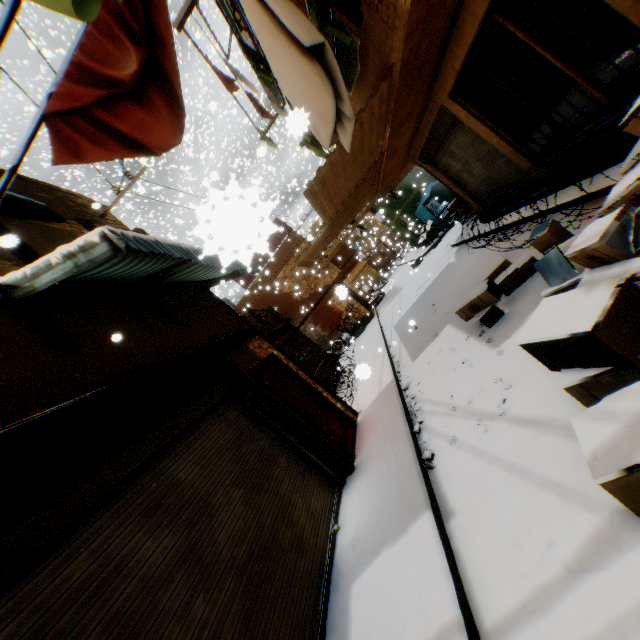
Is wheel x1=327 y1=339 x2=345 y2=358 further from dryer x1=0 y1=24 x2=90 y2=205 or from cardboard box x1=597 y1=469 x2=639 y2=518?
dryer x1=0 y1=24 x2=90 y2=205

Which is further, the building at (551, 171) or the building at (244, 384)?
the building at (551, 171)

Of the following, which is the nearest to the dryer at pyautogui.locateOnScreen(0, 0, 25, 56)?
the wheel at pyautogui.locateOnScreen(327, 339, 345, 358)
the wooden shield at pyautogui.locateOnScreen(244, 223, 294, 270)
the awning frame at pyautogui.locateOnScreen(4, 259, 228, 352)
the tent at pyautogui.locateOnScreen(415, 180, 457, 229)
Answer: the awning frame at pyautogui.locateOnScreen(4, 259, 228, 352)

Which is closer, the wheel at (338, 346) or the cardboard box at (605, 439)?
the cardboard box at (605, 439)

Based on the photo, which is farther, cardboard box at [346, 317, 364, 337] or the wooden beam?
cardboard box at [346, 317, 364, 337]

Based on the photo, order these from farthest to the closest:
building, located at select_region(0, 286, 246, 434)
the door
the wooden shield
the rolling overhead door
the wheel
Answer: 1. the wheel
2. the door
3. building, located at select_region(0, 286, 246, 434)
4. the rolling overhead door
5. the wooden shield

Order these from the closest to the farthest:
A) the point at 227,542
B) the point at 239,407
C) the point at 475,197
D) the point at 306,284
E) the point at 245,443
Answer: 1. the point at 227,542
2. the point at 245,443
3. the point at 239,407
4. the point at 475,197
5. the point at 306,284

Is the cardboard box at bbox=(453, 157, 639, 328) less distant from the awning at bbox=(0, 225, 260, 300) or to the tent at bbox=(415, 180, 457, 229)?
the tent at bbox=(415, 180, 457, 229)
